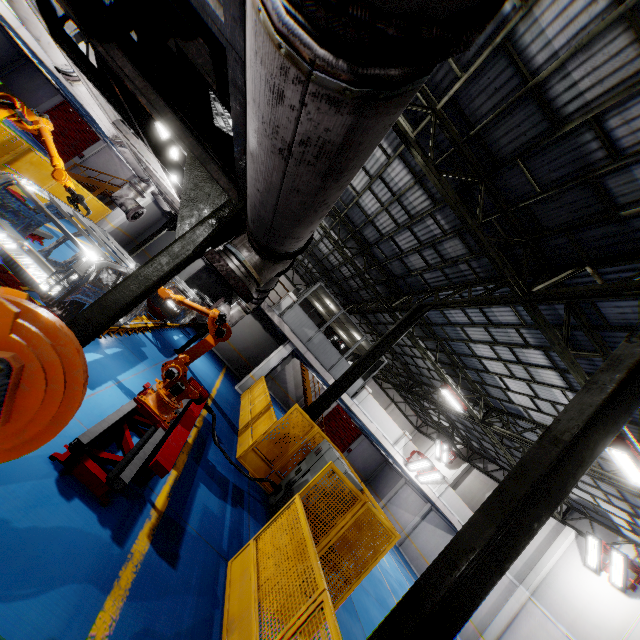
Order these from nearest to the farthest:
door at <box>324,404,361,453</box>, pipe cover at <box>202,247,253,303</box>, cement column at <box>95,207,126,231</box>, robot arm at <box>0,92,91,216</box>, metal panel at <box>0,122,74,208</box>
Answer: pipe cover at <box>202,247,253,303</box>
robot arm at <box>0,92,91,216</box>
metal panel at <box>0,122,74,208</box>
cement column at <box>95,207,126,231</box>
door at <box>324,404,361,453</box>

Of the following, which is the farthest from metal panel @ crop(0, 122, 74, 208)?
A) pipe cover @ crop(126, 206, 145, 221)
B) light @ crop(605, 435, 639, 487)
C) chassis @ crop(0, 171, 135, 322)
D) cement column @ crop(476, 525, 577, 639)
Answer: cement column @ crop(476, 525, 577, 639)

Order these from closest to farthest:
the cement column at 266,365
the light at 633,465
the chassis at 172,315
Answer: the chassis at 172,315
the light at 633,465
the cement column at 266,365

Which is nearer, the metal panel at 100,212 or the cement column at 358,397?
the metal panel at 100,212

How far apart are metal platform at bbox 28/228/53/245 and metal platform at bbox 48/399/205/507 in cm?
487

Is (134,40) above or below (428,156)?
below

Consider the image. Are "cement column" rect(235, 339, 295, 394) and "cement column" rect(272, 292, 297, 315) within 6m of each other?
yes

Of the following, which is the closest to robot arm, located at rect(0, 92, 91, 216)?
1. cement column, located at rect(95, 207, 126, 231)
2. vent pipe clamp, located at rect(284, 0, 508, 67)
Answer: vent pipe clamp, located at rect(284, 0, 508, 67)
